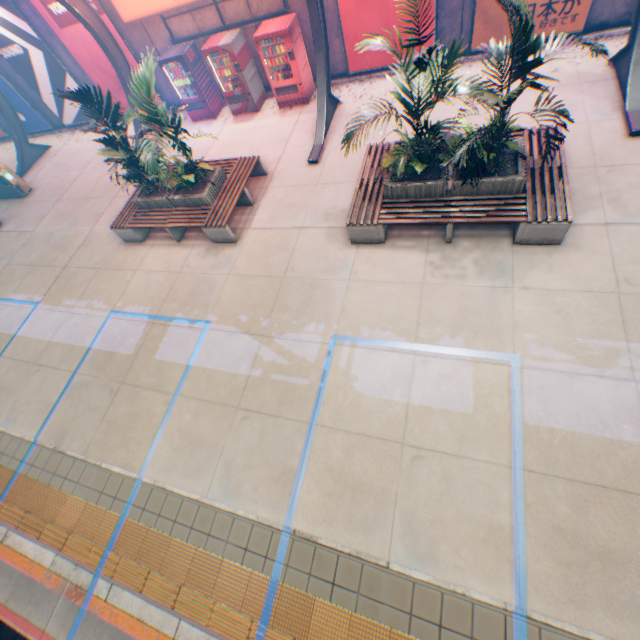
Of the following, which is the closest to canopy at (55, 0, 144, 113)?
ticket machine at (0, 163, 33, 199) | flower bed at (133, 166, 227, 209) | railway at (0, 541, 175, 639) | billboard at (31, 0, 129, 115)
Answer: ticket machine at (0, 163, 33, 199)

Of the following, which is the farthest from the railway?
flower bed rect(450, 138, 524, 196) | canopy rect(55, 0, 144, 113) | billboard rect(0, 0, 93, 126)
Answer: billboard rect(0, 0, 93, 126)

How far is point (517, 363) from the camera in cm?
505

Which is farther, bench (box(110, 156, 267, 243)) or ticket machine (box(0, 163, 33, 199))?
ticket machine (box(0, 163, 33, 199))

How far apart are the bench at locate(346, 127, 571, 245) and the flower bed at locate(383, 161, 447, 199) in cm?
1

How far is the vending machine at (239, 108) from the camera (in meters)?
9.88

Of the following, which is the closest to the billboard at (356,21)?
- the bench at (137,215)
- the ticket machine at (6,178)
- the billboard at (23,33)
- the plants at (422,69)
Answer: the bench at (137,215)

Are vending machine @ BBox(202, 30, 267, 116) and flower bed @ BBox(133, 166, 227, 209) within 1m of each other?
no
